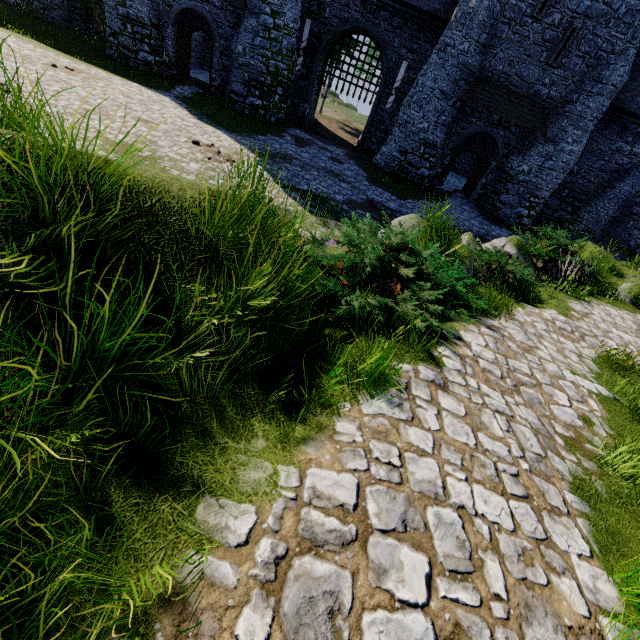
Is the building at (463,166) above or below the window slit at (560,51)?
below

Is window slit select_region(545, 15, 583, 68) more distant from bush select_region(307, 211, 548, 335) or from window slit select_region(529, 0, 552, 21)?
bush select_region(307, 211, 548, 335)

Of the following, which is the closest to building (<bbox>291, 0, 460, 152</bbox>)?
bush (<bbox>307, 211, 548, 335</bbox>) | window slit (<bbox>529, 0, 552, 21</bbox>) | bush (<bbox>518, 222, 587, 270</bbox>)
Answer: window slit (<bbox>529, 0, 552, 21</bbox>)

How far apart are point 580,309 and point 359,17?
23.8 meters

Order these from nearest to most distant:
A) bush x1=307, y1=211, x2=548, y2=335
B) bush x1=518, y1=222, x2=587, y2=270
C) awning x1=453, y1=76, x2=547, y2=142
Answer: bush x1=307, y1=211, x2=548, y2=335
bush x1=518, y1=222, x2=587, y2=270
awning x1=453, y1=76, x2=547, y2=142

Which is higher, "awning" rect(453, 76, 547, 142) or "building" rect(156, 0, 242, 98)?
"awning" rect(453, 76, 547, 142)

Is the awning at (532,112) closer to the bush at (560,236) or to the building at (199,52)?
the building at (199,52)

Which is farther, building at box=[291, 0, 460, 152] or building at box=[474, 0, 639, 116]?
building at box=[291, 0, 460, 152]
